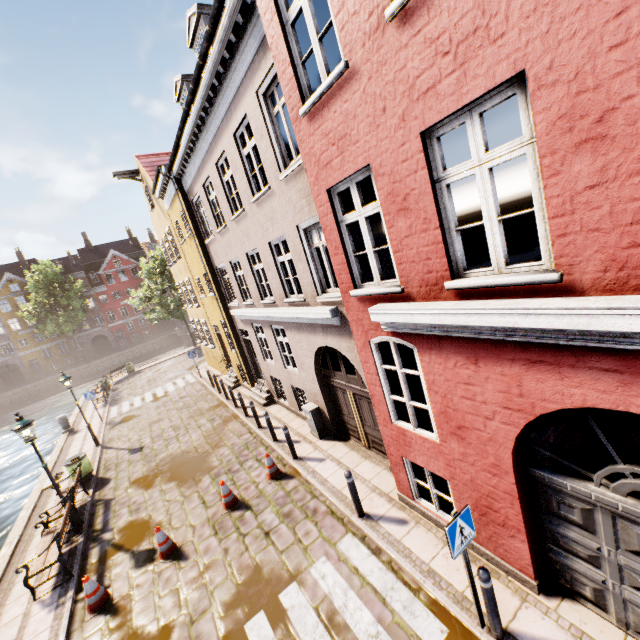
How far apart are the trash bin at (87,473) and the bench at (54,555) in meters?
3.3 m

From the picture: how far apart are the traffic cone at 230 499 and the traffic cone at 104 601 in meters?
2.5 m

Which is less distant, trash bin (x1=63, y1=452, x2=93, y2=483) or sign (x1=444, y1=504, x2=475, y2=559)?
sign (x1=444, y1=504, x2=475, y2=559)

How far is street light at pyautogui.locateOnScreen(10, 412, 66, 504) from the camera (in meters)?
8.53

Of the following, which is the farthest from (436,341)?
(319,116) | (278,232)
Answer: (278,232)

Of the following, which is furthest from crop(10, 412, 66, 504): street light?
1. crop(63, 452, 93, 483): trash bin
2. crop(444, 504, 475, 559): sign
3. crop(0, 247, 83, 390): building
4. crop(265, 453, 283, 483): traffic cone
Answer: crop(0, 247, 83, 390): building

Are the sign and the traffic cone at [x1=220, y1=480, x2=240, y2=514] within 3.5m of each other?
no

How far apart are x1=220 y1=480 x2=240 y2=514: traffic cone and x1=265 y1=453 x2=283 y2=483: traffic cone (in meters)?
0.77
